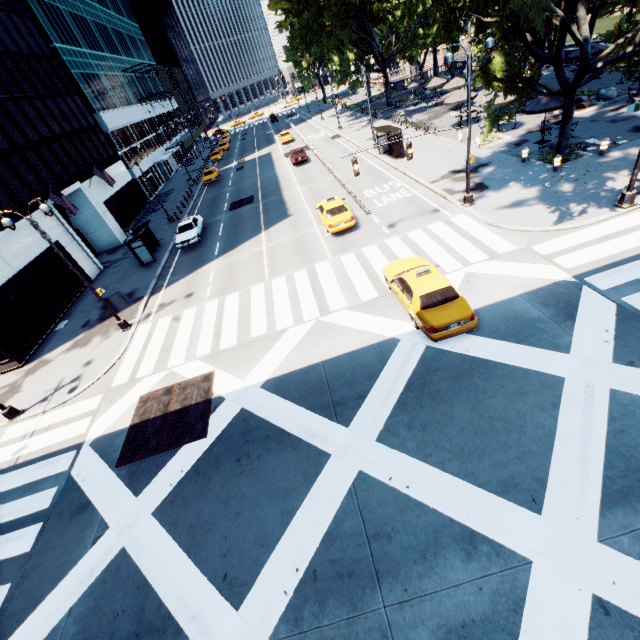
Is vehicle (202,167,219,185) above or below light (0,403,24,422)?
above

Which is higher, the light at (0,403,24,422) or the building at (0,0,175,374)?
the building at (0,0,175,374)

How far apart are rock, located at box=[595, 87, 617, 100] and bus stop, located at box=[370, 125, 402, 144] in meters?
14.9 m

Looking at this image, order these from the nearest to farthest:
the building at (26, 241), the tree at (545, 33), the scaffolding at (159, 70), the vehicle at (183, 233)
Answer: the tree at (545, 33)
the building at (26, 241)
the vehicle at (183, 233)
the scaffolding at (159, 70)

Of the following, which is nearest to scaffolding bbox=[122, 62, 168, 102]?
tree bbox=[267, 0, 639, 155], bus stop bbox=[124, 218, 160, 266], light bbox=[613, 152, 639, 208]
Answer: tree bbox=[267, 0, 639, 155]

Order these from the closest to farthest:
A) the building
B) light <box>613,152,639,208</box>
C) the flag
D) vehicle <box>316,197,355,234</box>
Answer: light <box>613,152,639,208</box>
vehicle <box>316,197,355,234</box>
the building
the flag

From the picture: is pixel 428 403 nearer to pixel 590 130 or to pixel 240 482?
pixel 240 482

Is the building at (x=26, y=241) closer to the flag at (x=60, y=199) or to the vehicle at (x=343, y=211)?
the flag at (x=60, y=199)
